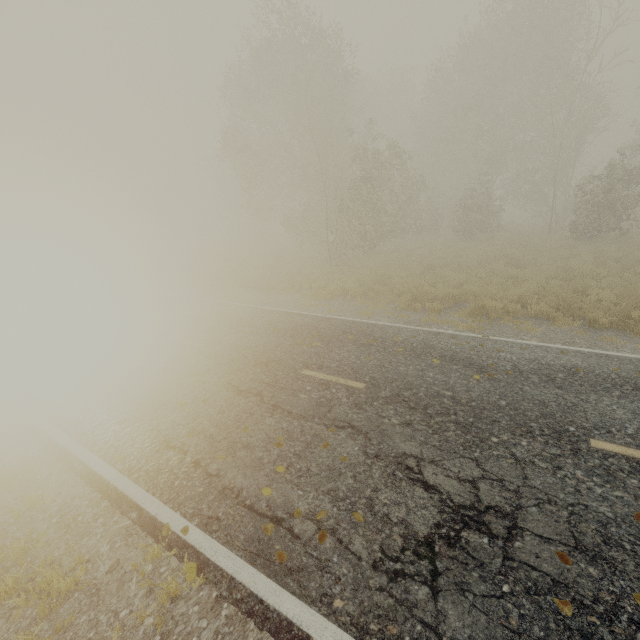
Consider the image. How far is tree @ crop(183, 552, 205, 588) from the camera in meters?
3.4 m

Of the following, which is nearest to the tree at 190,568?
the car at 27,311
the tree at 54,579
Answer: the car at 27,311

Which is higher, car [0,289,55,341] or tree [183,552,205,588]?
car [0,289,55,341]

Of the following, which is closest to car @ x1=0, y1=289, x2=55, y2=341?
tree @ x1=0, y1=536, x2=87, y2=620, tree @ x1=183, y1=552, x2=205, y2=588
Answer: tree @ x1=183, y1=552, x2=205, y2=588

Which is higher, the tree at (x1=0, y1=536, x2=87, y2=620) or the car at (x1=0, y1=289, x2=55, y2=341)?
the car at (x1=0, y1=289, x2=55, y2=341)

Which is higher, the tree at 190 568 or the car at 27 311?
the car at 27 311

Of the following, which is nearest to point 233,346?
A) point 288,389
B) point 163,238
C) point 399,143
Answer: point 288,389
